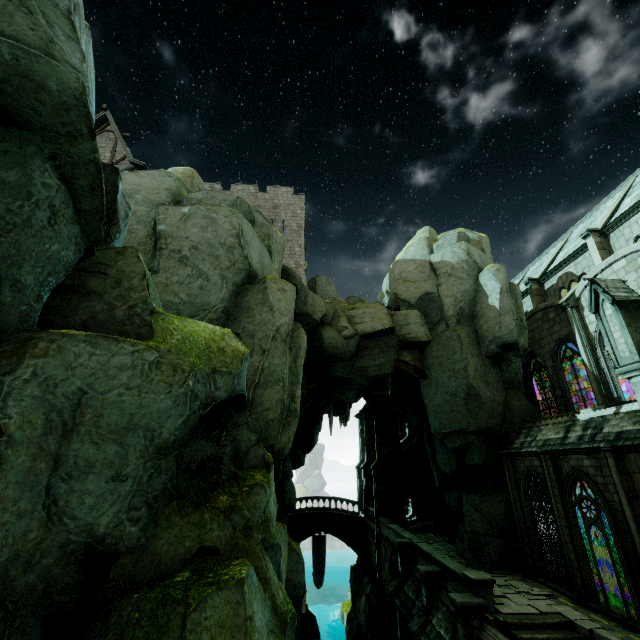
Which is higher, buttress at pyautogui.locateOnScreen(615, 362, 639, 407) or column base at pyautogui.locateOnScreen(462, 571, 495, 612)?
buttress at pyautogui.locateOnScreen(615, 362, 639, 407)

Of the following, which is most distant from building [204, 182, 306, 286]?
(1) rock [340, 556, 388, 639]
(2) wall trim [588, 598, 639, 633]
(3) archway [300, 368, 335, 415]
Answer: (2) wall trim [588, 598, 639, 633]

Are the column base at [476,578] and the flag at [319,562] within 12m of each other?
no

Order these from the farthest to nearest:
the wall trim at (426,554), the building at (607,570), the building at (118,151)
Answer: the building at (118,151) < the building at (607,570) < the wall trim at (426,554)

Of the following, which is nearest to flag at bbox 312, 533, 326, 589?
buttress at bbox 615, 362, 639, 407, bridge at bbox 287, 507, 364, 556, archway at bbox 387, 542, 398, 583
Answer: bridge at bbox 287, 507, 364, 556

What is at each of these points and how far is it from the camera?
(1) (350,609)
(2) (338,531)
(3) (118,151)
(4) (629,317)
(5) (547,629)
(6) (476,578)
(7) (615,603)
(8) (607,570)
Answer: (1) rock, 36.5m
(2) bridge, 34.1m
(3) building, 25.8m
(4) merlon, 11.0m
(5) stair, 11.4m
(6) column base, 12.9m
(7) wall trim, 12.5m
(8) building, 16.0m

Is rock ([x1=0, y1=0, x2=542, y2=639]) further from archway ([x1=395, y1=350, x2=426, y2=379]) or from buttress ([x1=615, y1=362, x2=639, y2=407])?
buttress ([x1=615, y1=362, x2=639, y2=407])

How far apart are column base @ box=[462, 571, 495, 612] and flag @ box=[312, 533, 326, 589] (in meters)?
26.31
